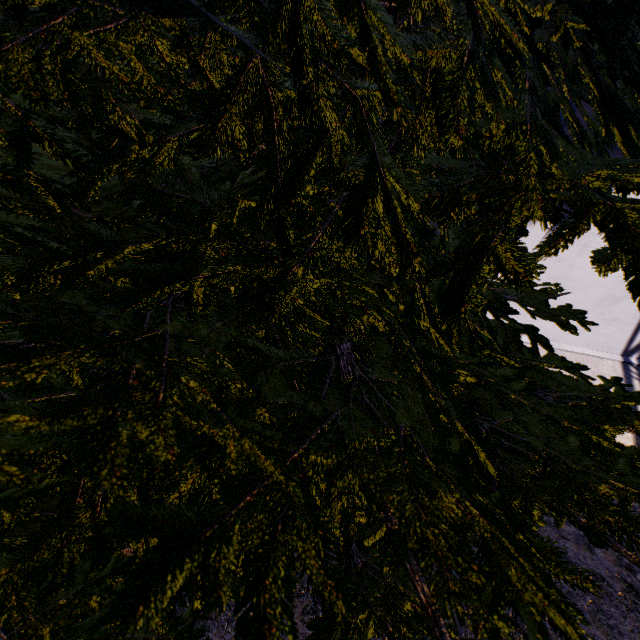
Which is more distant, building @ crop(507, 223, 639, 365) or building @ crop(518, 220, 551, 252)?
building @ crop(507, 223, 639, 365)

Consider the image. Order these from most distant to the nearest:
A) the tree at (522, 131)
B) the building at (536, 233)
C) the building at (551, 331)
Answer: the building at (551, 331), the building at (536, 233), the tree at (522, 131)

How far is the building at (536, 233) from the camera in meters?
5.8 m

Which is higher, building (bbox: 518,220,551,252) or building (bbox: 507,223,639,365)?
building (bbox: 518,220,551,252)

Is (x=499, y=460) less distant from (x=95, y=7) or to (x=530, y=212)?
(x=530, y=212)

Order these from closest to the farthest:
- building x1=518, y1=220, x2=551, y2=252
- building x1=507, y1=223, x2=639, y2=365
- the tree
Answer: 1. the tree
2. building x1=518, y1=220, x2=551, y2=252
3. building x1=507, y1=223, x2=639, y2=365

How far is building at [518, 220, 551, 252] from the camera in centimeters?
580cm

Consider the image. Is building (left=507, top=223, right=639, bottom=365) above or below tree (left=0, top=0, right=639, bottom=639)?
below
